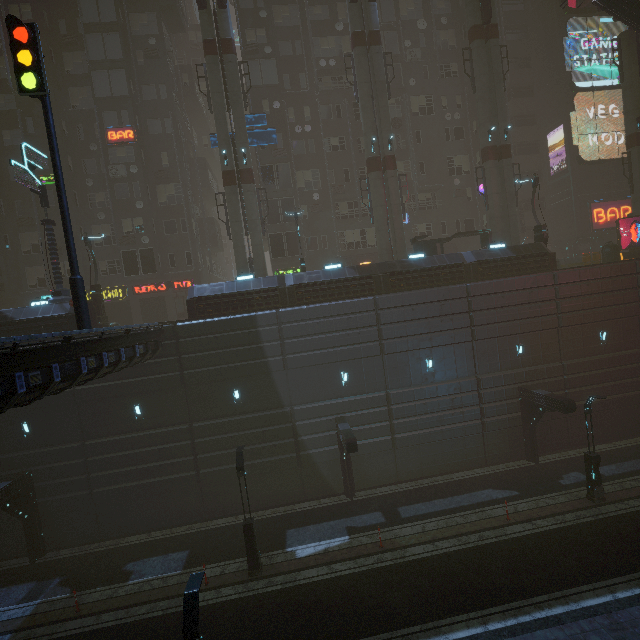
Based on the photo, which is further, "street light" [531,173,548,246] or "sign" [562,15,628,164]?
"sign" [562,15,628,164]

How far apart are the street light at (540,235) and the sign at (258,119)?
19.8 meters

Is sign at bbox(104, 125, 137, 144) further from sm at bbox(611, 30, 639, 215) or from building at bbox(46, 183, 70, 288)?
sm at bbox(611, 30, 639, 215)

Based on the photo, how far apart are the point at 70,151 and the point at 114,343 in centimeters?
2493cm

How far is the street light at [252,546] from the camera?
14.54m

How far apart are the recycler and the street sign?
38.5m

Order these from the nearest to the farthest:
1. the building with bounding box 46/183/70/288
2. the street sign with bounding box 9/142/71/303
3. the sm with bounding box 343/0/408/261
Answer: the street sign with bounding box 9/142/71/303, the sm with bounding box 343/0/408/261, the building with bounding box 46/183/70/288

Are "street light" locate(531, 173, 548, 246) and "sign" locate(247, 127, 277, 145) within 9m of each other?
no
